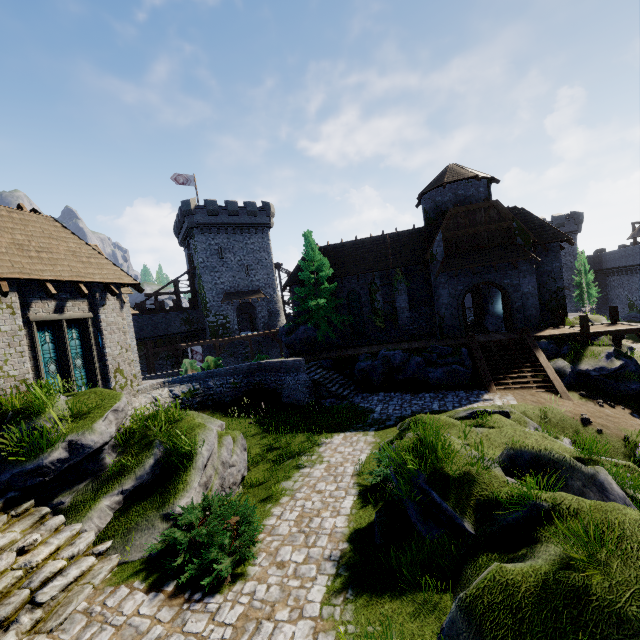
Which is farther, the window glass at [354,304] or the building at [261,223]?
the building at [261,223]

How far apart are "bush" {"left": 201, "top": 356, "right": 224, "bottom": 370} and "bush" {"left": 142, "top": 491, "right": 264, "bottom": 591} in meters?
13.4

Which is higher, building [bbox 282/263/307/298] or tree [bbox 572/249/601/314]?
building [bbox 282/263/307/298]

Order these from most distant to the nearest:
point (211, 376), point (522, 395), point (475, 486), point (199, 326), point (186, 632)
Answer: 1. point (199, 326)
2. point (211, 376)
3. point (522, 395)
4. point (475, 486)
5. point (186, 632)

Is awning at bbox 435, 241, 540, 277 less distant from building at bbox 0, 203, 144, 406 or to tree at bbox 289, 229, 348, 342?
tree at bbox 289, 229, 348, 342

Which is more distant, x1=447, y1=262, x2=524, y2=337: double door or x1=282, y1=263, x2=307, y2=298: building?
x1=282, y1=263, x2=307, y2=298: building

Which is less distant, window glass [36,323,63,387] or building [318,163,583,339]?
window glass [36,323,63,387]

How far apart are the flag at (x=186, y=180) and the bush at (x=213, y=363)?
26.99m
